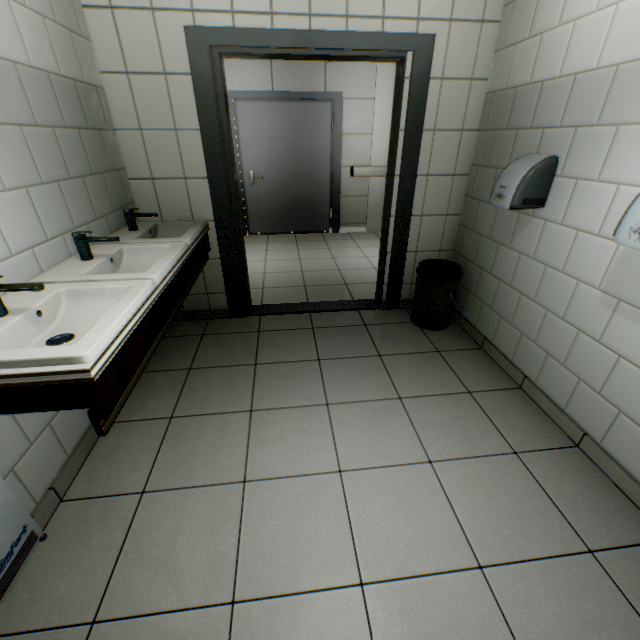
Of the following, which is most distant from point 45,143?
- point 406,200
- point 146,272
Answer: point 406,200

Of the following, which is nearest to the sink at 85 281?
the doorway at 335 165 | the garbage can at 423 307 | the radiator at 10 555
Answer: the radiator at 10 555

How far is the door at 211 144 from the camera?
2.19m

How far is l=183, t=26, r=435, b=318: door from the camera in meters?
2.2

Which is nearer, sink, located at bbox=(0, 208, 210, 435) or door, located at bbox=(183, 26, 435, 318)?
sink, located at bbox=(0, 208, 210, 435)

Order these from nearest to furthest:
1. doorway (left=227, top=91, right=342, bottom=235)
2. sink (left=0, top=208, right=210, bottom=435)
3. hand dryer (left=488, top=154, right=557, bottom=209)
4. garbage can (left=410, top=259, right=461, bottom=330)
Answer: sink (left=0, top=208, right=210, bottom=435) → hand dryer (left=488, top=154, right=557, bottom=209) → garbage can (left=410, top=259, right=461, bottom=330) → doorway (left=227, top=91, right=342, bottom=235)

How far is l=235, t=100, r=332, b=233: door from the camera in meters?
5.1

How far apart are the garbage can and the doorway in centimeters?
329cm
